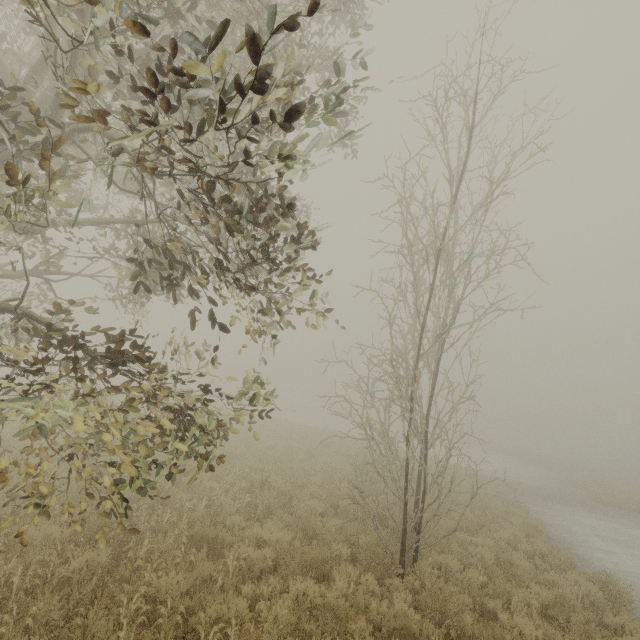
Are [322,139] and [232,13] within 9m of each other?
yes
